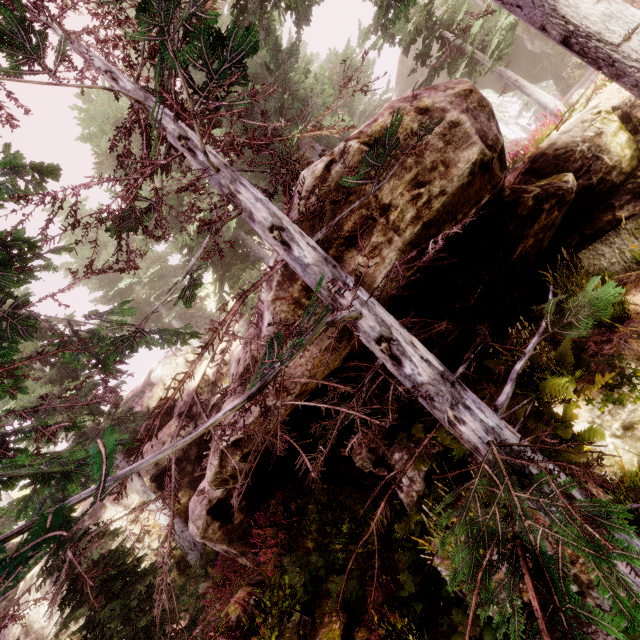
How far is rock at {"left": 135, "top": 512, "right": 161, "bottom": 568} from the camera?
13.1 meters

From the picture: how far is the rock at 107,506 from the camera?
13.09m

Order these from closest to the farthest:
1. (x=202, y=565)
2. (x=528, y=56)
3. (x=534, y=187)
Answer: (x=534, y=187)
(x=202, y=565)
(x=528, y=56)

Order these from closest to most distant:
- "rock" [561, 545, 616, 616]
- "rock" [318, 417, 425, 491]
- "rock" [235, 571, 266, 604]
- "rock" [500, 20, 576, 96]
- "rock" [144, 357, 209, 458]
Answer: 1. "rock" [561, 545, 616, 616]
2. "rock" [318, 417, 425, 491]
3. "rock" [235, 571, 266, 604]
4. "rock" [144, 357, 209, 458]
5. "rock" [500, 20, 576, 96]

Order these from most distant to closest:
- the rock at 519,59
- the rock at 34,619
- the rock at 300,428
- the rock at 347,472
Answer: the rock at 519,59 < the rock at 34,619 < the rock at 347,472 < the rock at 300,428

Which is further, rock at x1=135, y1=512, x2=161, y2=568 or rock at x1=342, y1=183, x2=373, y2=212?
rock at x1=135, y1=512, x2=161, y2=568
